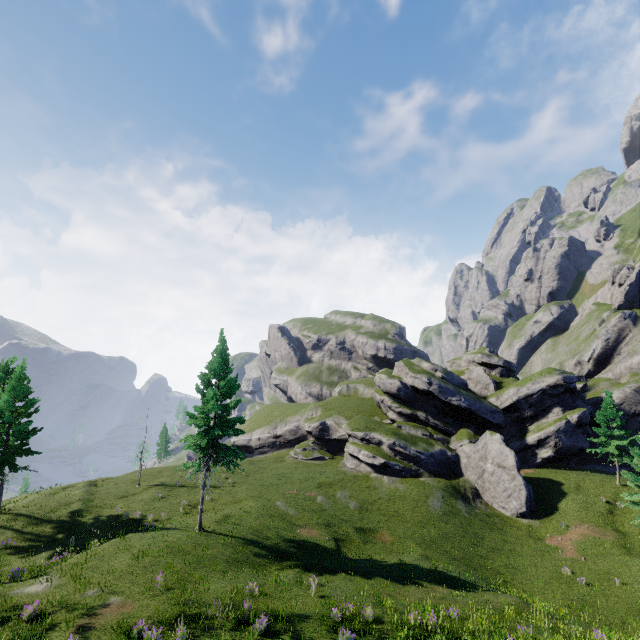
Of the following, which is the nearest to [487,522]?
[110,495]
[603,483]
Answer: [603,483]
